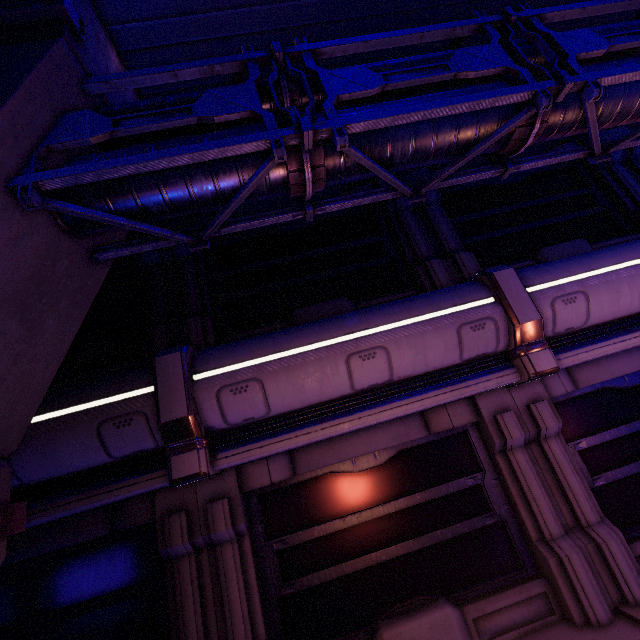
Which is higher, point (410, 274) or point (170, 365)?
point (410, 274)

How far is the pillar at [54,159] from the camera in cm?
273

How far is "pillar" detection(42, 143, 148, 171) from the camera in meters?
2.7 m
